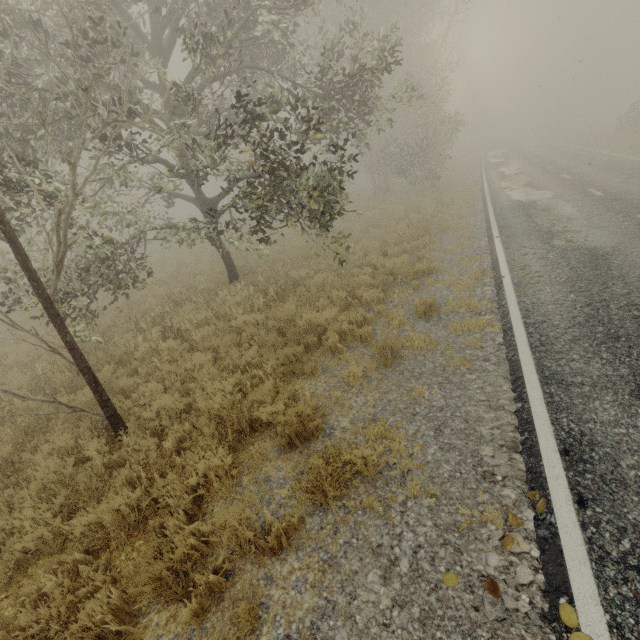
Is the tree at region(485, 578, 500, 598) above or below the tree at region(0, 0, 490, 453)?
below

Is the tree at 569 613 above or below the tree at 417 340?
below

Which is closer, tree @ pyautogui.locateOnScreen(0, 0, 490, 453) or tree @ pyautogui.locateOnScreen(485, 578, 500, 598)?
tree @ pyautogui.locateOnScreen(485, 578, 500, 598)

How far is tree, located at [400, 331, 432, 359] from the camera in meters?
6.1

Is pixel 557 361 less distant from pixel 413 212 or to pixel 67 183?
pixel 67 183

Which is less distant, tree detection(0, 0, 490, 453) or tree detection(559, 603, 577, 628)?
tree detection(559, 603, 577, 628)

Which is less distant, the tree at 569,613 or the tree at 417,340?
the tree at 569,613
